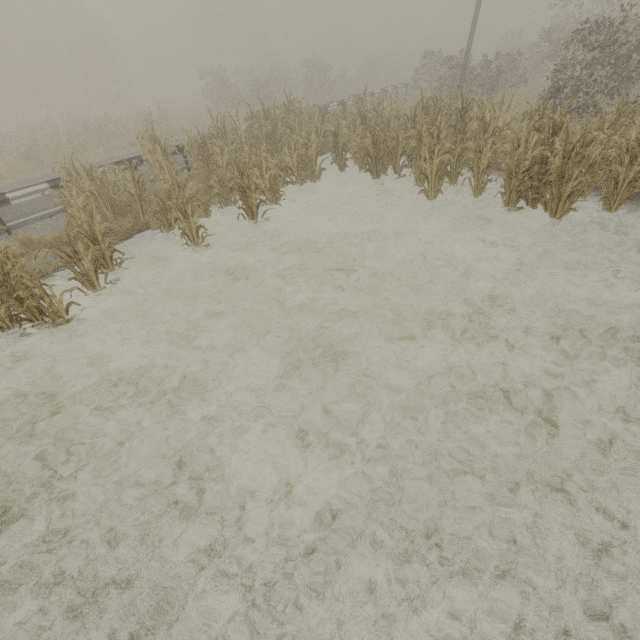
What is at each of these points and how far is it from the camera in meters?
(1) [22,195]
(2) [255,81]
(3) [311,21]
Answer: (1) guardrail, 8.7
(2) tree, 28.3
(3) tree, 54.5

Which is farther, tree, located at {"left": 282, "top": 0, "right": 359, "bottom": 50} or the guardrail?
tree, located at {"left": 282, "top": 0, "right": 359, "bottom": 50}

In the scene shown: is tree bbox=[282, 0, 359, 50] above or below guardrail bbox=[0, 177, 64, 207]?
above

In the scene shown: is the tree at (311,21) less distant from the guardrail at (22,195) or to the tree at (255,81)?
the tree at (255,81)

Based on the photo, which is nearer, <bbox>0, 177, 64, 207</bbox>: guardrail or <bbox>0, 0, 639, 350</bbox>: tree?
<bbox>0, 0, 639, 350</bbox>: tree

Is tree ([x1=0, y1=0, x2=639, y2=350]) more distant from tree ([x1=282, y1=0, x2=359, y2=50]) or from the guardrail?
tree ([x1=282, y1=0, x2=359, y2=50])

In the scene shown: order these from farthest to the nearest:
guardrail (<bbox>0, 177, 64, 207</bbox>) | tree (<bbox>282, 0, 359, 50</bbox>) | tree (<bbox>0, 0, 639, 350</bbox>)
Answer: tree (<bbox>282, 0, 359, 50</bbox>), guardrail (<bbox>0, 177, 64, 207</bbox>), tree (<bbox>0, 0, 639, 350</bbox>)
